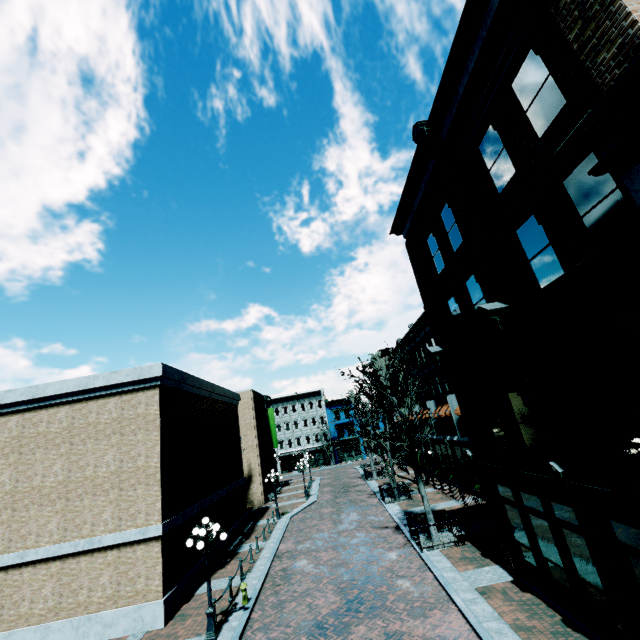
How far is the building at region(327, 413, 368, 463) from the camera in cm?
5747

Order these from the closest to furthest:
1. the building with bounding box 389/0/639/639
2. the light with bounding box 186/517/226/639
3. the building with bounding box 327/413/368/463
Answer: the building with bounding box 389/0/639/639 < the light with bounding box 186/517/226/639 < the building with bounding box 327/413/368/463

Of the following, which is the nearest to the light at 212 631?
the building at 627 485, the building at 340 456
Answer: the building at 627 485

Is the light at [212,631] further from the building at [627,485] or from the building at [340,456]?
the building at [340,456]

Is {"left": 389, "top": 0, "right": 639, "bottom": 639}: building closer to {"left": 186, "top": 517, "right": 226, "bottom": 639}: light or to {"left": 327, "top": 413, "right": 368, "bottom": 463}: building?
{"left": 327, "top": 413, "right": 368, "bottom": 463}: building

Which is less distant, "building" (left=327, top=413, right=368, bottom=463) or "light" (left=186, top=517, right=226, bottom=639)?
"light" (left=186, top=517, right=226, bottom=639)

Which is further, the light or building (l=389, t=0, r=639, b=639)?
the light

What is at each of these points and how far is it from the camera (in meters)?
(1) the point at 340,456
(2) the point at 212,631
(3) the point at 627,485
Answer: (1) building, 57.78
(2) light, 10.92
(3) building, 6.15
